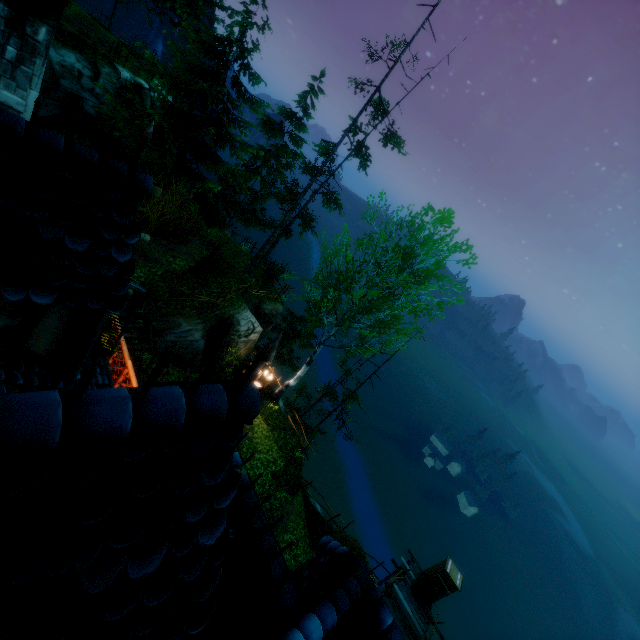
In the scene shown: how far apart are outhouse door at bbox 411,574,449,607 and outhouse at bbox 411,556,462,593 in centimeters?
2cm

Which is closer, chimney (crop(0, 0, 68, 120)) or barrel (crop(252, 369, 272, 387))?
chimney (crop(0, 0, 68, 120))

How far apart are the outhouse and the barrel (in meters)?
13.93

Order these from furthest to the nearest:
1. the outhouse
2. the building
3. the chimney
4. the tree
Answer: the outhouse < the tree < the chimney < the building

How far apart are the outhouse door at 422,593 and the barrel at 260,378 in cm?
1412

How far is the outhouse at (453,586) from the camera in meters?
17.4 m

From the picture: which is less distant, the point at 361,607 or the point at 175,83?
the point at 361,607

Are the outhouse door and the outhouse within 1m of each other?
yes
